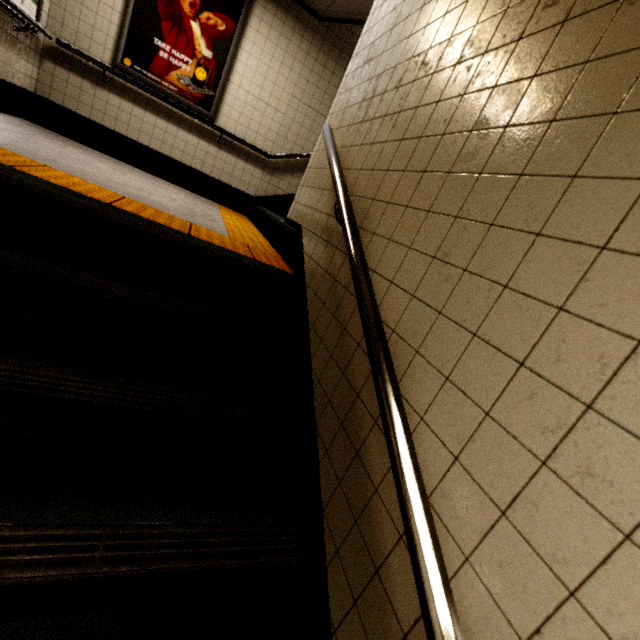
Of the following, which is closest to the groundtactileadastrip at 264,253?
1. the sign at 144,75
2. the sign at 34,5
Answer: the sign at 144,75

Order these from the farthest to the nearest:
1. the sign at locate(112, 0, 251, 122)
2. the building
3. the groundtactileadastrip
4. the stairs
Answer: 1. the sign at locate(112, 0, 251, 122)
2. the building
3. the groundtactileadastrip
4. the stairs

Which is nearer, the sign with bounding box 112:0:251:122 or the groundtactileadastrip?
the groundtactileadastrip

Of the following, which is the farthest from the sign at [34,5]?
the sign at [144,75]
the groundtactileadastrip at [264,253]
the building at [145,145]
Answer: the groundtactileadastrip at [264,253]

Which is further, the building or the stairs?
the building

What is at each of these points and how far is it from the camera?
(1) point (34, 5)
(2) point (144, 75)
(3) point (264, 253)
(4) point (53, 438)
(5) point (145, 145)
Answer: (1) sign, 3.46m
(2) sign, 4.23m
(3) groundtactileadastrip, 2.74m
(4) stairs, 1.16m
(5) building, 4.55m

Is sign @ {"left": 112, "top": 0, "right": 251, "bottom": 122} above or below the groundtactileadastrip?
above

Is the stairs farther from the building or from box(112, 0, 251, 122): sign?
box(112, 0, 251, 122): sign
